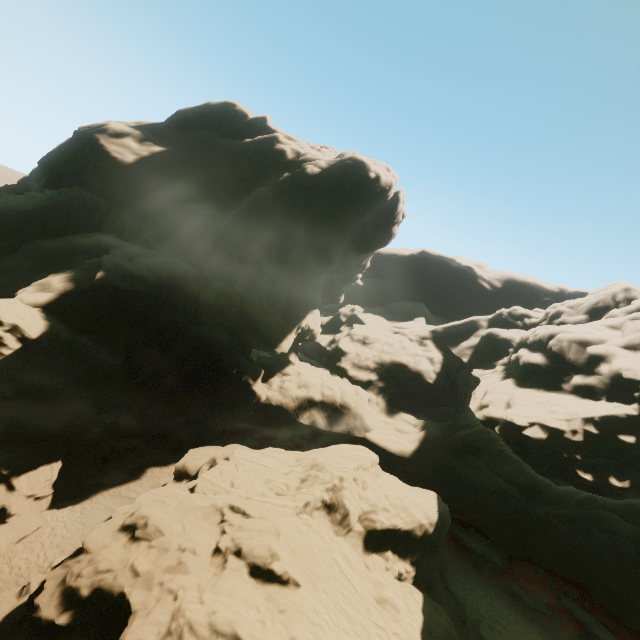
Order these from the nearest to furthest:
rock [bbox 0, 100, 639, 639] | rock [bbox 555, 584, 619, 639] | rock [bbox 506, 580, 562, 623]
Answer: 1. rock [bbox 0, 100, 639, 639]
2. rock [bbox 555, 584, 619, 639]
3. rock [bbox 506, 580, 562, 623]

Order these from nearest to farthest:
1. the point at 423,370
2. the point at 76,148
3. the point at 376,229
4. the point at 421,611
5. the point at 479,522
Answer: the point at 421,611, the point at 479,522, the point at 76,148, the point at 423,370, the point at 376,229

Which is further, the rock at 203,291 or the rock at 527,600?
the rock at 527,600

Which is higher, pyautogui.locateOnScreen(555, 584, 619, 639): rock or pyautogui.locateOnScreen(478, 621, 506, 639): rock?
pyautogui.locateOnScreen(555, 584, 619, 639): rock

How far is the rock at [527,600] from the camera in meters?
24.8

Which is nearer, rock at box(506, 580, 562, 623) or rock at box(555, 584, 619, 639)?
rock at box(555, 584, 619, 639)

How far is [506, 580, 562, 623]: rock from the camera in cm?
2475
